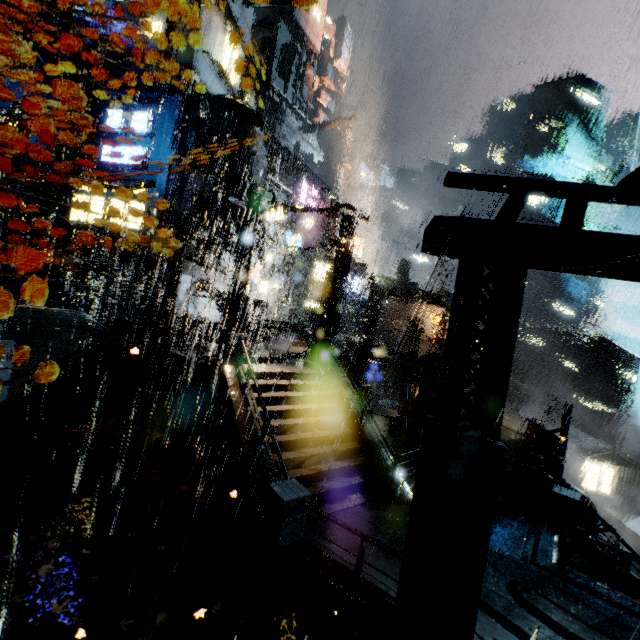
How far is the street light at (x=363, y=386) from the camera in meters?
27.0 m

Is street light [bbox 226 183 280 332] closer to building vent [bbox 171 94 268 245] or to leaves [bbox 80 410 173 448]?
leaves [bbox 80 410 173 448]

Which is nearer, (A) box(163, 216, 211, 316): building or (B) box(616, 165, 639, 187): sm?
(B) box(616, 165, 639, 187): sm

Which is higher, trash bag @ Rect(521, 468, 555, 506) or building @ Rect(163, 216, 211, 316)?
building @ Rect(163, 216, 211, 316)

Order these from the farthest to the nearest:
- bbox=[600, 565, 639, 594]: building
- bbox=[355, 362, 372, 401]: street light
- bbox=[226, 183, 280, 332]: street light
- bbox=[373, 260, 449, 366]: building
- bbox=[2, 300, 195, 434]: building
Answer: bbox=[373, 260, 449, 366]: building
bbox=[355, 362, 372, 401]: street light
bbox=[226, 183, 280, 332]: street light
bbox=[2, 300, 195, 434]: building
bbox=[600, 565, 639, 594]: building

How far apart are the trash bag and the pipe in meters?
26.5

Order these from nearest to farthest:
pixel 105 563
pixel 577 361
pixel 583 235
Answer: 1. pixel 583 235
2. pixel 105 563
3. pixel 577 361

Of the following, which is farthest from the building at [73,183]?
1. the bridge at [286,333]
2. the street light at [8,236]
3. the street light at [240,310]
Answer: the street light at [240,310]
